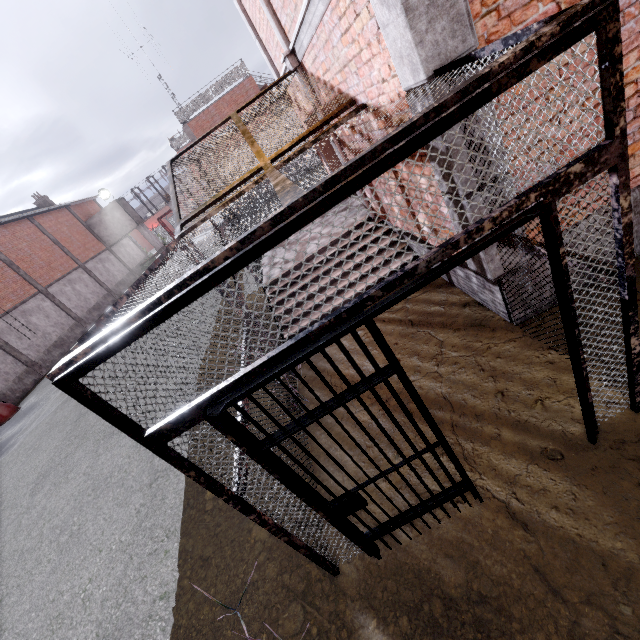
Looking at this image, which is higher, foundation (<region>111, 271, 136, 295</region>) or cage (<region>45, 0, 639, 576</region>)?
cage (<region>45, 0, 639, 576</region>)

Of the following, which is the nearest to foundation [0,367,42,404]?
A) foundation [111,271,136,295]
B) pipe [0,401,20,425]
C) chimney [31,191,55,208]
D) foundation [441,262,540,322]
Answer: pipe [0,401,20,425]

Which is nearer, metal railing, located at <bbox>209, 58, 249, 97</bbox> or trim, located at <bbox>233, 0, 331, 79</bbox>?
trim, located at <bbox>233, 0, 331, 79</bbox>

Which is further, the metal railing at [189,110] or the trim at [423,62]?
the metal railing at [189,110]

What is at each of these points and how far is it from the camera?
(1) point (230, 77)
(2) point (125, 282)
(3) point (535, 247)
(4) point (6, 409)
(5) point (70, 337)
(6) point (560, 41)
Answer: (1) metal railing, 22.0m
(2) foundation, 33.1m
(3) cage, 2.7m
(4) pipe, 15.6m
(5) foundation, 23.3m
(6) cage, 1.3m

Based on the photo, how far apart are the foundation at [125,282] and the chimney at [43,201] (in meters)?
9.46

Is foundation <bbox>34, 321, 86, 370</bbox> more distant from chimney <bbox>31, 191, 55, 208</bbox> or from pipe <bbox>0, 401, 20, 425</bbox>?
chimney <bbox>31, 191, 55, 208</bbox>

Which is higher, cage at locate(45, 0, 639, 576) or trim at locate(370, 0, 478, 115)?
trim at locate(370, 0, 478, 115)
